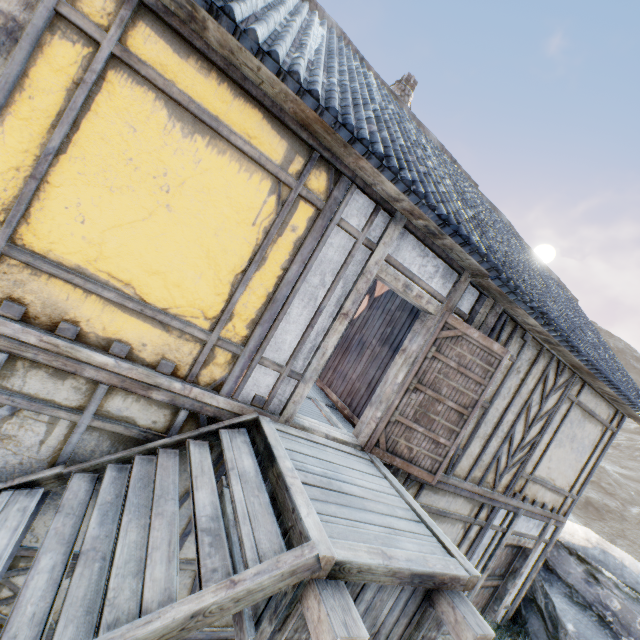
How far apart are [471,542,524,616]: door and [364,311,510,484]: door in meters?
3.6 m

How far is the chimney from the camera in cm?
982

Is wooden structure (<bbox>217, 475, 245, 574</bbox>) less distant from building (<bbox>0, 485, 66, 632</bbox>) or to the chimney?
building (<bbox>0, 485, 66, 632</bbox>)

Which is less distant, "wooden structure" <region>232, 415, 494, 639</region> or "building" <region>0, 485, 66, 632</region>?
"wooden structure" <region>232, 415, 494, 639</region>

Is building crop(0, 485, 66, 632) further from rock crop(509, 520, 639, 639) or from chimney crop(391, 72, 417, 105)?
rock crop(509, 520, 639, 639)

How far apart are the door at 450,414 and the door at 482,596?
3.60m

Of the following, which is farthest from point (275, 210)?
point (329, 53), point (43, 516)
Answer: point (43, 516)

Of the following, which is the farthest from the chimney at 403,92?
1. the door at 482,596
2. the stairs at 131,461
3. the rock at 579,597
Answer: the rock at 579,597
